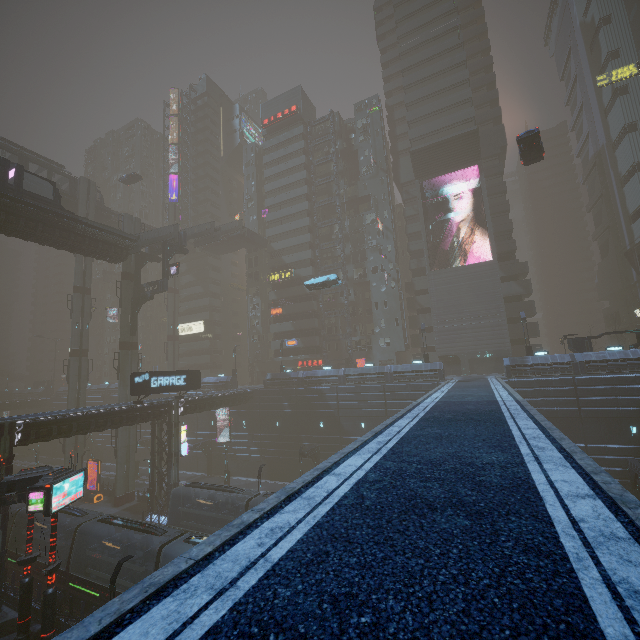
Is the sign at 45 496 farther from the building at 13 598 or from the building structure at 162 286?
the building structure at 162 286

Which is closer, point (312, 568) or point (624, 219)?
point (312, 568)

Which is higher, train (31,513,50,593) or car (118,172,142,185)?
car (118,172,142,185)

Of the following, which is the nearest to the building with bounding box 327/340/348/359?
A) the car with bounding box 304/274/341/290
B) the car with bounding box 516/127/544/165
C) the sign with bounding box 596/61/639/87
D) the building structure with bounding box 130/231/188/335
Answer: the sign with bounding box 596/61/639/87

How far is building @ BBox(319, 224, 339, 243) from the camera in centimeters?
5659cm

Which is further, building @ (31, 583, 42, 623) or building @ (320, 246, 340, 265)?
building @ (320, 246, 340, 265)

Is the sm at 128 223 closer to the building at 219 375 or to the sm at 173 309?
the building at 219 375
